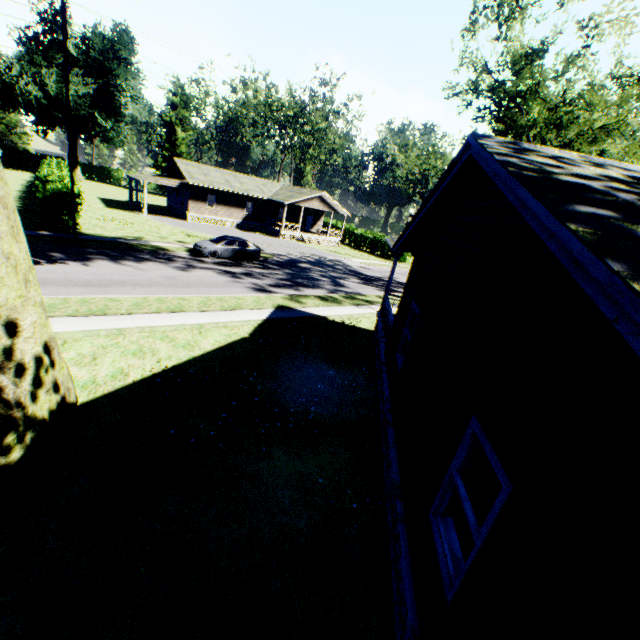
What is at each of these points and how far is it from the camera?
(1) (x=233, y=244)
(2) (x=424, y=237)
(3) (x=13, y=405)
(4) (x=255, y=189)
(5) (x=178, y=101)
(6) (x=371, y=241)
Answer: (1) car, 23.77m
(2) house, 9.00m
(3) plant, 5.15m
(4) house, 42.41m
(5) plant, 58.12m
(6) hedge, 47.09m

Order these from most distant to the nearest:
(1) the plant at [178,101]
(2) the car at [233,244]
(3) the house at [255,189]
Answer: (1) the plant at [178,101], (3) the house at [255,189], (2) the car at [233,244]

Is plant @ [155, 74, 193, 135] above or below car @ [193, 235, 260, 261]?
above

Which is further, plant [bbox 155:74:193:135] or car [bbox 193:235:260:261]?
plant [bbox 155:74:193:135]

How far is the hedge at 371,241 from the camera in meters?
45.3

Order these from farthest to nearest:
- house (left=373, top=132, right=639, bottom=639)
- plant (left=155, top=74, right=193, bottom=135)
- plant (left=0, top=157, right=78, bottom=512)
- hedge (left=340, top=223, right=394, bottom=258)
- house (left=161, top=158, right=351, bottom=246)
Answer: plant (left=155, top=74, right=193, bottom=135) → hedge (left=340, top=223, right=394, bottom=258) → house (left=161, top=158, right=351, bottom=246) → plant (left=0, top=157, right=78, bottom=512) → house (left=373, top=132, right=639, bottom=639)

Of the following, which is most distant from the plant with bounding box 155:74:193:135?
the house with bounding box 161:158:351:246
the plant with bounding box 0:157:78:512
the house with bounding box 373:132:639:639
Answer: the house with bounding box 373:132:639:639

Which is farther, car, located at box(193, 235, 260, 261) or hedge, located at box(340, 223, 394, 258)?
hedge, located at box(340, 223, 394, 258)
